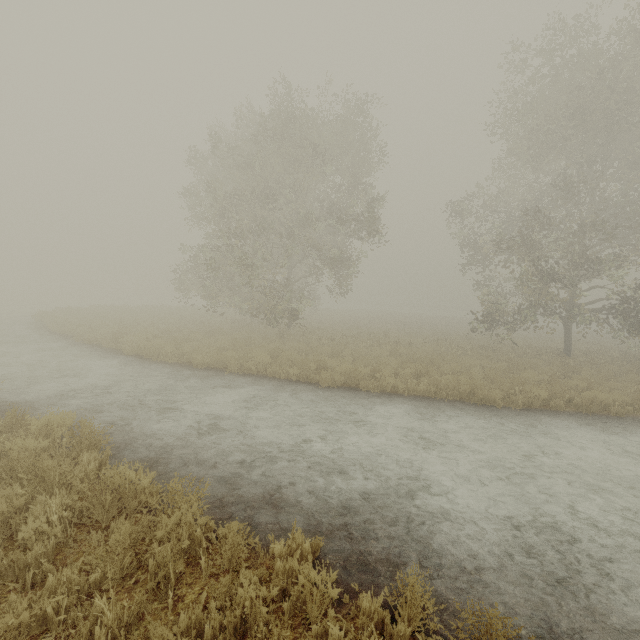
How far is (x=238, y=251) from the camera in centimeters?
1677cm
